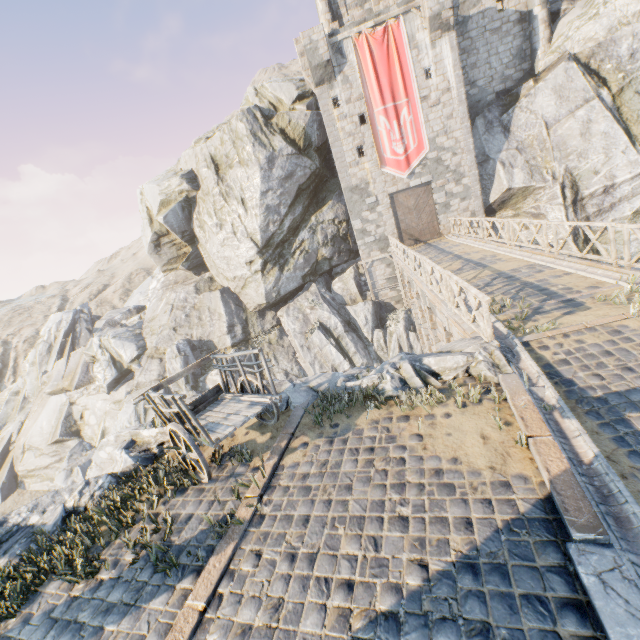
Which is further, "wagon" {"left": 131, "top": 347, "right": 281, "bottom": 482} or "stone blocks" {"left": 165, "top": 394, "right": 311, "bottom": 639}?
"wagon" {"left": 131, "top": 347, "right": 281, "bottom": 482}

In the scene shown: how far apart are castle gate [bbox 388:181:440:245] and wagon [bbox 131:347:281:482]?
19.7m

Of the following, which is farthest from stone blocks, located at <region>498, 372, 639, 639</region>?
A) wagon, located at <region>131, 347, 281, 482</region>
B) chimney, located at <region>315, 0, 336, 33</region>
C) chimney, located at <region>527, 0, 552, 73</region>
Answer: chimney, located at <region>315, 0, 336, 33</region>

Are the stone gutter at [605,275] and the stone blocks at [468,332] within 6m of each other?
yes

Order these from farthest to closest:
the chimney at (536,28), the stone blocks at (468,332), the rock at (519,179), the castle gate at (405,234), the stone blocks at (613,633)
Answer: the castle gate at (405,234), the chimney at (536,28), the rock at (519,179), the stone blocks at (468,332), the stone blocks at (613,633)

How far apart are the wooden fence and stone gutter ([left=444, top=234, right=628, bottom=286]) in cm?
341

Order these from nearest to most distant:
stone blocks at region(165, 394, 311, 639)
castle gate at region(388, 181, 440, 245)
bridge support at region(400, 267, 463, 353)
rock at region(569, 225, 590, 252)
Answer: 1. stone blocks at region(165, 394, 311, 639)
2. bridge support at region(400, 267, 463, 353)
3. rock at region(569, 225, 590, 252)
4. castle gate at region(388, 181, 440, 245)

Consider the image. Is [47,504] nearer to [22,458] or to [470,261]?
[470,261]
